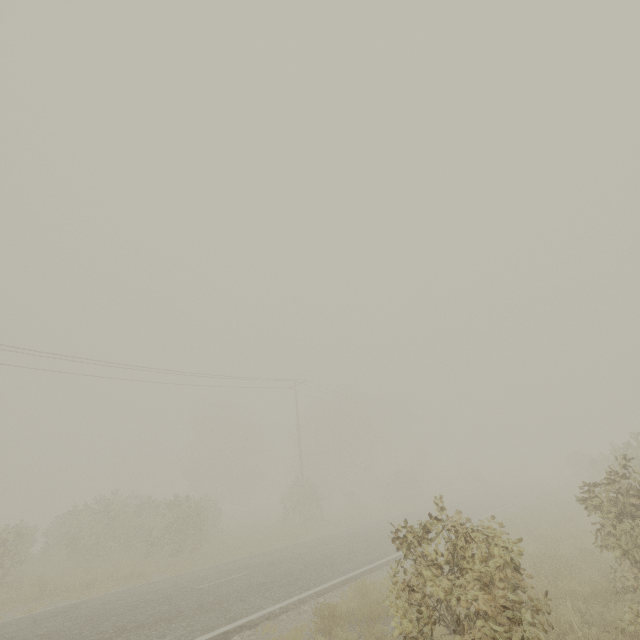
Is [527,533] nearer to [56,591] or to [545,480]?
[56,591]
